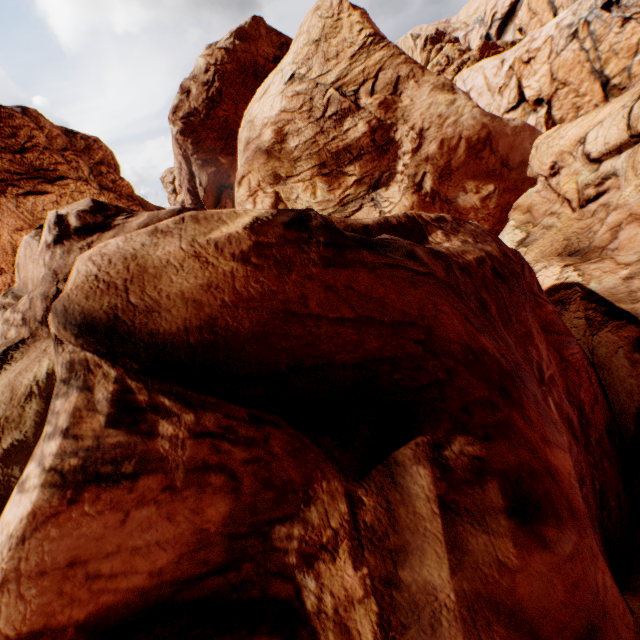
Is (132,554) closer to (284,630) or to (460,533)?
(284,630)
